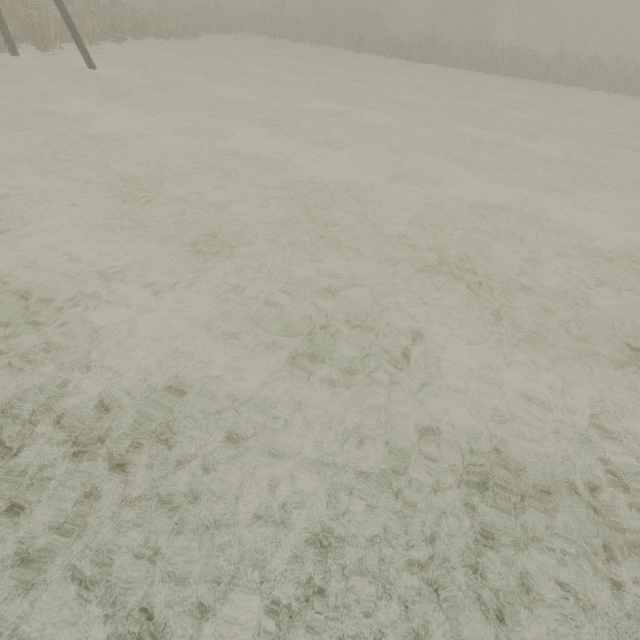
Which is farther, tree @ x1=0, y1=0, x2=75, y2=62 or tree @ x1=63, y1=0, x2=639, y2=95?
tree @ x1=63, y1=0, x2=639, y2=95

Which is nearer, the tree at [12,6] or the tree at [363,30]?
the tree at [12,6]

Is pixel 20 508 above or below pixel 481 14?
below
